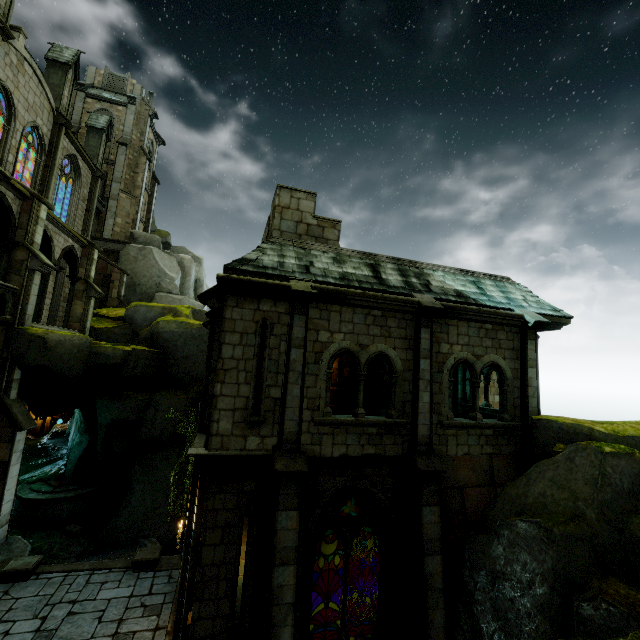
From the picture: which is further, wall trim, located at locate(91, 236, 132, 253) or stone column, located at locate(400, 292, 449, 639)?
wall trim, located at locate(91, 236, 132, 253)

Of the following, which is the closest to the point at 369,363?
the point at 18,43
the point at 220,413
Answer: the point at 220,413

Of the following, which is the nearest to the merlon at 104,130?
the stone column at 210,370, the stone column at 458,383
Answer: the stone column at 210,370

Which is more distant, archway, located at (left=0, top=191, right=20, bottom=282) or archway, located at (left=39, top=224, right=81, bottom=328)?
archway, located at (left=39, top=224, right=81, bottom=328)

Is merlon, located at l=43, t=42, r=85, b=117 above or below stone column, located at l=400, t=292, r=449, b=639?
above

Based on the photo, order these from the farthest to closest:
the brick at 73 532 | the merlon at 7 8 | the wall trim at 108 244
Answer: the wall trim at 108 244
the brick at 73 532
the merlon at 7 8

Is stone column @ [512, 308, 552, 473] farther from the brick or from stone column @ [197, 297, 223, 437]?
the brick

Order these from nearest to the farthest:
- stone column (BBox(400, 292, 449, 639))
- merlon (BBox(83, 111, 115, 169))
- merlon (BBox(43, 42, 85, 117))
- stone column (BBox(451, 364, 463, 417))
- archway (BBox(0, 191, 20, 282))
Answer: stone column (BBox(400, 292, 449, 639)), archway (BBox(0, 191, 20, 282)), stone column (BBox(451, 364, 463, 417)), merlon (BBox(43, 42, 85, 117)), merlon (BBox(83, 111, 115, 169))
